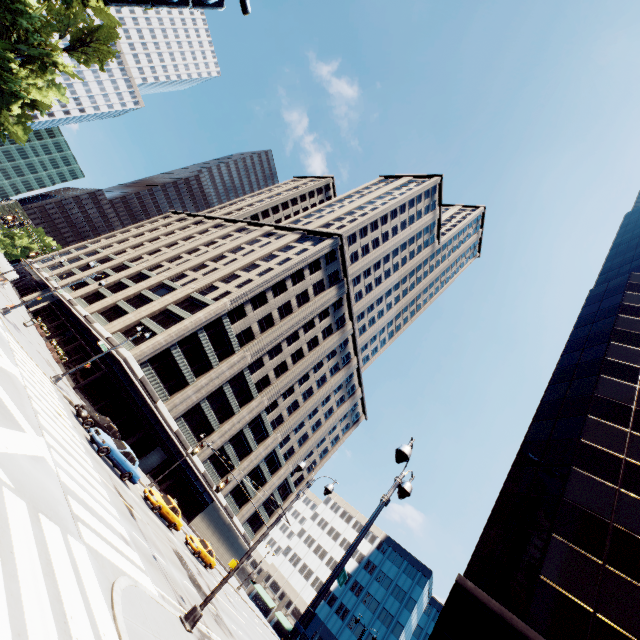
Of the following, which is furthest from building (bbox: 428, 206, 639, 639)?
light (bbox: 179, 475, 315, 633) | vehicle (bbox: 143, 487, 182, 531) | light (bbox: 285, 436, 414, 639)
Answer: vehicle (bbox: 143, 487, 182, 531)

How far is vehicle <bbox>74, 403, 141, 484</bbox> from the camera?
20.8 meters

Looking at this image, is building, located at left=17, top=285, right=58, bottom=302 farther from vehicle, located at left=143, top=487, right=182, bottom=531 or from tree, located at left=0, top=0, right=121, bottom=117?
vehicle, located at left=143, top=487, right=182, bottom=531

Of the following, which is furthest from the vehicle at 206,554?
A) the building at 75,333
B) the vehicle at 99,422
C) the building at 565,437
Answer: the building at 565,437

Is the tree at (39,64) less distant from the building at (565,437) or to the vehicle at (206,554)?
the building at (565,437)

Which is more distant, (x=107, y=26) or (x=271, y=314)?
(x=271, y=314)

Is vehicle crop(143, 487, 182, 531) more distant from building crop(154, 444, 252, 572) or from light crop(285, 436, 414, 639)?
light crop(285, 436, 414, 639)

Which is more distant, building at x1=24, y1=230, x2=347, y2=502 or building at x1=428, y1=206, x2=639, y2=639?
building at x1=24, y1=230, x2=347, y2=502
